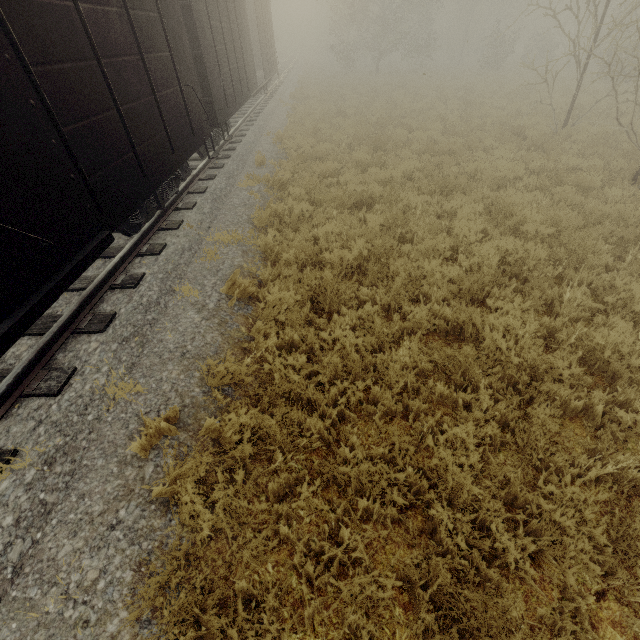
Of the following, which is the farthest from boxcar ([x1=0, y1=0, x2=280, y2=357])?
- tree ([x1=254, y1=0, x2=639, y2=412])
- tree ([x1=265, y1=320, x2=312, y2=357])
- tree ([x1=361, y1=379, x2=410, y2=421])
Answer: tree ([x1=254, y1=0, x2=639, y2=412])

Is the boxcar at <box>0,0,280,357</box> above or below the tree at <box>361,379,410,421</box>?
above

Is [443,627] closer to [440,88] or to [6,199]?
[6,199]

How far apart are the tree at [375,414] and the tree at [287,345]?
1.4m

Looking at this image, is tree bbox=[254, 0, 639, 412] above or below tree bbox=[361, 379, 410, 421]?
above

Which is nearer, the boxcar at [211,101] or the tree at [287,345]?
the boxcar at [211,101]

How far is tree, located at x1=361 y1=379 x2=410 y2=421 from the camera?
3.74m

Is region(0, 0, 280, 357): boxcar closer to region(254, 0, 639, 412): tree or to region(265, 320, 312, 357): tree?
region(265, 320, 312, 357): tree
